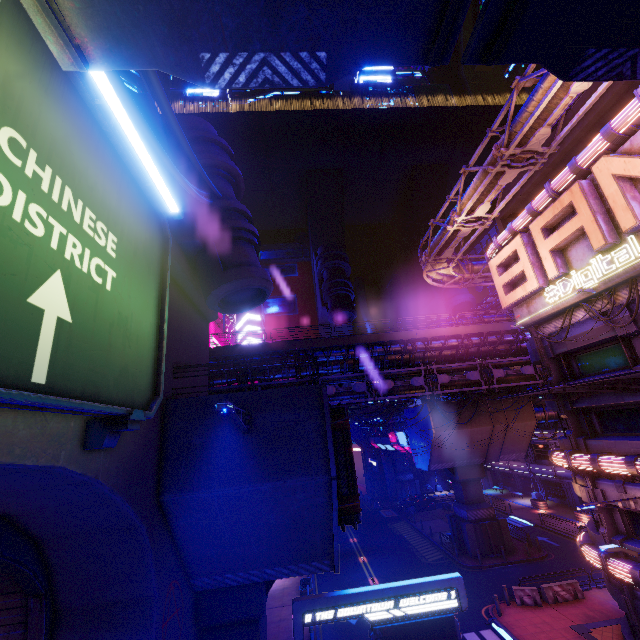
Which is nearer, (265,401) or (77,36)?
(77,36)

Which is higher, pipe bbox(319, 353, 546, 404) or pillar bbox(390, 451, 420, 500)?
pipe bbox(319, 353, 546, 404)

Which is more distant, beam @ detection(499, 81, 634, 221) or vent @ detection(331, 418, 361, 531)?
beam @ detection(499, 81, 634, 221)

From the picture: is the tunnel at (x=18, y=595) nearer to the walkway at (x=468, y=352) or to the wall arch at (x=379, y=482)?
the walkway at (x=468, y=352)

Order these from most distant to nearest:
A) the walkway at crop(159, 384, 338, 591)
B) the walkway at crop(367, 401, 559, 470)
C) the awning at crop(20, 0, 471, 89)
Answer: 1. the walkway at crop(367, 401, 559, 470)
2. the walkway at crop(159, 384, 338, 591)
3. the awning at crop(20, 0, 471, 89)

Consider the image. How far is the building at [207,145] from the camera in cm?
1138

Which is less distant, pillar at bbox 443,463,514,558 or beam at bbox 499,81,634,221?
beam at bbox 499,81,634,221

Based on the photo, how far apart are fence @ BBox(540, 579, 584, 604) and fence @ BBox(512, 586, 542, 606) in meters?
0.3
